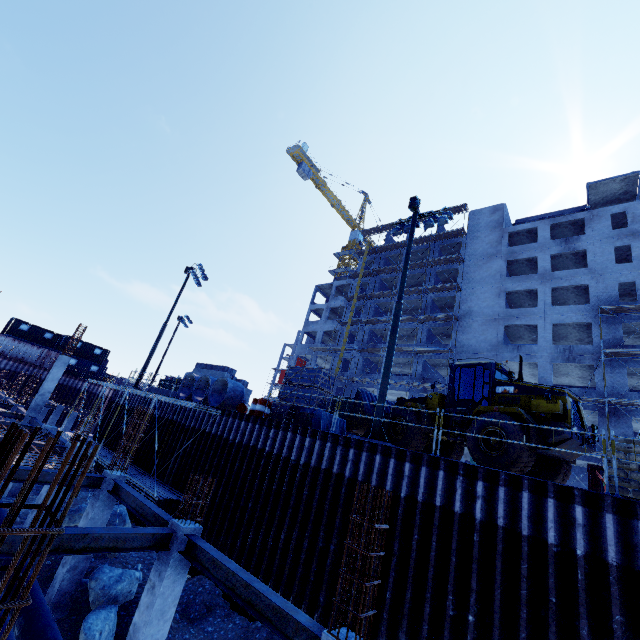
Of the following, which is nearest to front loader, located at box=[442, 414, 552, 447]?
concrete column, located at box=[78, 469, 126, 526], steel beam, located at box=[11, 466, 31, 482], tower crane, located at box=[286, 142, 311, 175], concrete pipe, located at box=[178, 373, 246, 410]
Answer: concrete pipe, located at box=[178, 373, 246, 410]

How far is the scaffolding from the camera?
14.2m

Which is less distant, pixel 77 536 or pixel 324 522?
pixel 77 536

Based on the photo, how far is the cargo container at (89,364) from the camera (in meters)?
44.47

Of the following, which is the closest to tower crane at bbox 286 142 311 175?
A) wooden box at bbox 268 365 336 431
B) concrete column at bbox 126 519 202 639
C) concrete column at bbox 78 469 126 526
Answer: wooden box at bbox 268 365 336 431

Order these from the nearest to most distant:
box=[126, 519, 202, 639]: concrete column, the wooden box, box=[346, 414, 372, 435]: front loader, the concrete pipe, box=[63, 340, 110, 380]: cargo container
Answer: box=[126, 519, 202, 639]: concrete column
the wooden box
box=[346, 414, 372, 435]: front loader
the concrete pipe
box=[63, 340, 110, 380]: cargo container

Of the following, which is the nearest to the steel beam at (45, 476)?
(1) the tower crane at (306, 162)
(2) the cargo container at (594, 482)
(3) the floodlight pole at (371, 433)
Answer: (3) the floodlight pole at (371, 433)

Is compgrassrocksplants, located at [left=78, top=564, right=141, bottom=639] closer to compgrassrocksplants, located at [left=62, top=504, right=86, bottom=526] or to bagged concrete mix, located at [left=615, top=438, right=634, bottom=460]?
compgrassrocksplants, located at [left=62, top=504, right=86, bottom=526]
